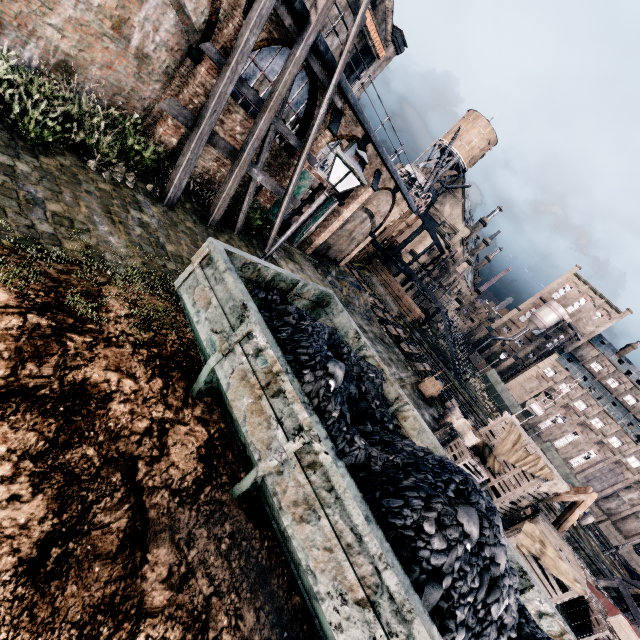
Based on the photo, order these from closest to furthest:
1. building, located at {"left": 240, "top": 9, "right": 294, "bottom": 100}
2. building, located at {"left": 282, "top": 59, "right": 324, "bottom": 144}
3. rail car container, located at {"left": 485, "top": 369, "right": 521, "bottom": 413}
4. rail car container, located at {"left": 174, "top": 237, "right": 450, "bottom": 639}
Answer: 1. rail car container, located at {"left": 174, "top": 237, "right": 450, "bottom": 639}
2. building, located at {"left": 240, "top": 9, "right": 294, "bottom": 100}
3. building, located at {"left": 282, "top": 59, "right": 324, "bottom": 144}
4. rail car container, located at {"left": 485, "top": 369, "right": 521, "bottom": 413}

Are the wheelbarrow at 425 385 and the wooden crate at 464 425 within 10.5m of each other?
yes

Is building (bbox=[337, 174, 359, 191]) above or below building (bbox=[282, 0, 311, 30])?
below

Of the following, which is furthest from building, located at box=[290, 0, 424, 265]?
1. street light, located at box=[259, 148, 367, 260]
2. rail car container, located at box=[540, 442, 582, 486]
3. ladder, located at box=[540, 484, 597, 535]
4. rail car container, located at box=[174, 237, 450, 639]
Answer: rail car container, located at box=[540, 442, 582, 486]

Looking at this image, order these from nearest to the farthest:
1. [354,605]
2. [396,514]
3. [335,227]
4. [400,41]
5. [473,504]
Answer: [354,605], [396,514], [473,504], [335,227], [400,41]

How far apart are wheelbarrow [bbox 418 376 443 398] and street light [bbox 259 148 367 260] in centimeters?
1564cm

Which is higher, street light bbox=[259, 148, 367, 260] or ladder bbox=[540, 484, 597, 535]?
street light bbox=[259, 148, 367, 260]

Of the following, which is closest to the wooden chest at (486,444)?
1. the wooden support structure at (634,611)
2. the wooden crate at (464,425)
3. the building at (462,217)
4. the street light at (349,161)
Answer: the wooden crate at (464,425)
